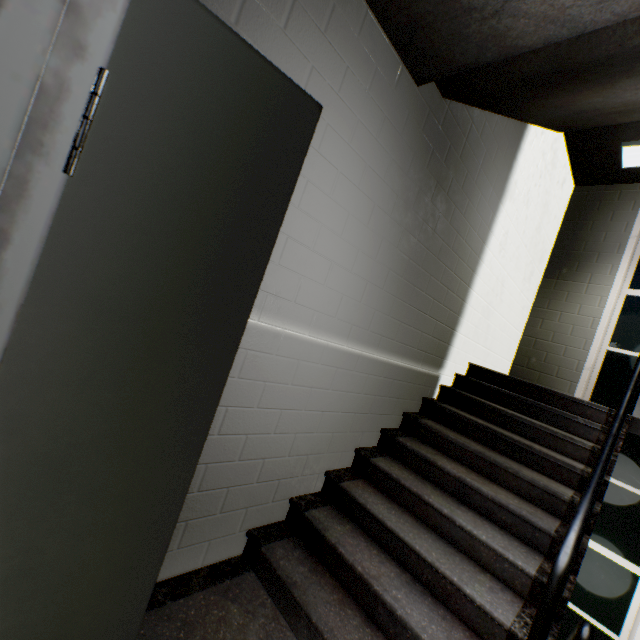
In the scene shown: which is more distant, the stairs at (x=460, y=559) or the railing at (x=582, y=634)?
the stairs at (x=460, y=559)

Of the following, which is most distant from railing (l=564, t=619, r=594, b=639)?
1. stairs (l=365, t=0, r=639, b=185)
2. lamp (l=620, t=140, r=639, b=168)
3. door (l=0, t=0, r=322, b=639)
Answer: lamp (l=620, t=140, r=639, b=168)

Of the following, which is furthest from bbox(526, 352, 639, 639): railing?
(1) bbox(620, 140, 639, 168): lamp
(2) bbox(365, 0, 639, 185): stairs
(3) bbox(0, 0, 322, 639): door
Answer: (1) bbox(620, 140, 639, 168): lamp

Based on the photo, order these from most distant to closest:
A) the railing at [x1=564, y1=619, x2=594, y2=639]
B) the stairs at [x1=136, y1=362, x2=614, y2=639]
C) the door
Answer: the stairs at [x1=136, y1=362, x2=614, y2=639]
the railing at [x1=564, y1=619, x2=594, y2=639]
the door

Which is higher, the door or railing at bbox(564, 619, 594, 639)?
the door

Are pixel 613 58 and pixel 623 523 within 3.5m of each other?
no

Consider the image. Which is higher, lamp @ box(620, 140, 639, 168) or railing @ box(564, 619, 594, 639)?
lamp @ box(620, 140, 639, 168)

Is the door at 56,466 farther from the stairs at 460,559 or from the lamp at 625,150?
the lamp at 625,150
